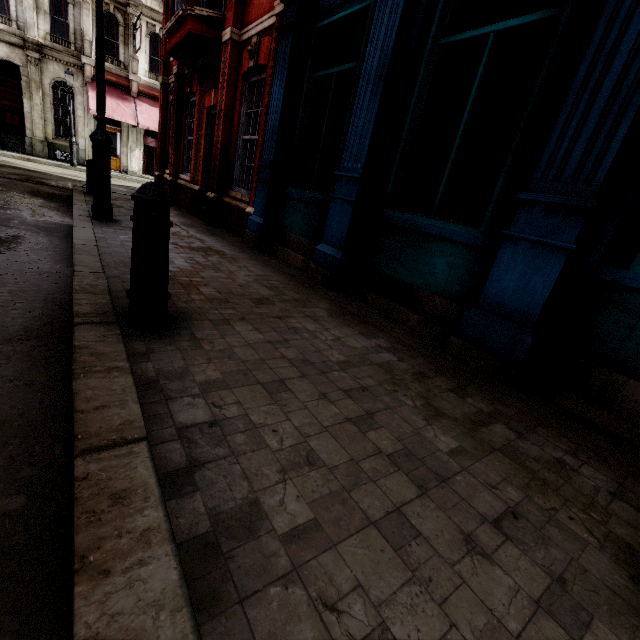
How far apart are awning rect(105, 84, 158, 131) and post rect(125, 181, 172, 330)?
23.31m

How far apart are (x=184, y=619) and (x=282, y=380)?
1.3m

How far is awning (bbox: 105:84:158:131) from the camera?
19.6m

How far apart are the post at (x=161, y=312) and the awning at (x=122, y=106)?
23.3 meters

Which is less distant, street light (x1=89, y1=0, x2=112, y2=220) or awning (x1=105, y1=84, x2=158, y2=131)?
street light (x1=89, y1=0, x2=112, y2=220)

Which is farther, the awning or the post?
the awning

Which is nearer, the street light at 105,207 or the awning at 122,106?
the street light at 105,207

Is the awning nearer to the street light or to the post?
the street light
